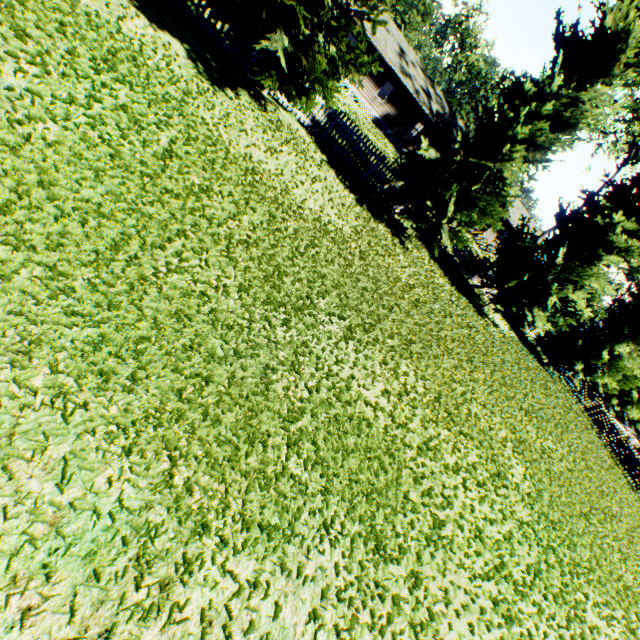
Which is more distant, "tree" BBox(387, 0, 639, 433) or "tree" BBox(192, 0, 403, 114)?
"tree" BBox(387, 0, 639, 433)

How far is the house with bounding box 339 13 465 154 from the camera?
28.2m

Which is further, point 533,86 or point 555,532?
point 533,86

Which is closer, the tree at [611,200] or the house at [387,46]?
the tree at [611,200]

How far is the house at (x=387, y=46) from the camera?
28.2m

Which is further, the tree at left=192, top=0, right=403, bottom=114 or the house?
the house

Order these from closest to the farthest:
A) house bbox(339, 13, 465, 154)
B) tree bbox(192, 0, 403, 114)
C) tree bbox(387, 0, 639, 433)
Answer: tree bbox(192, 0, 403, 114) < tree bbox(387, 0, 639, 433) < house bbox(339, 13, 465, 154)
